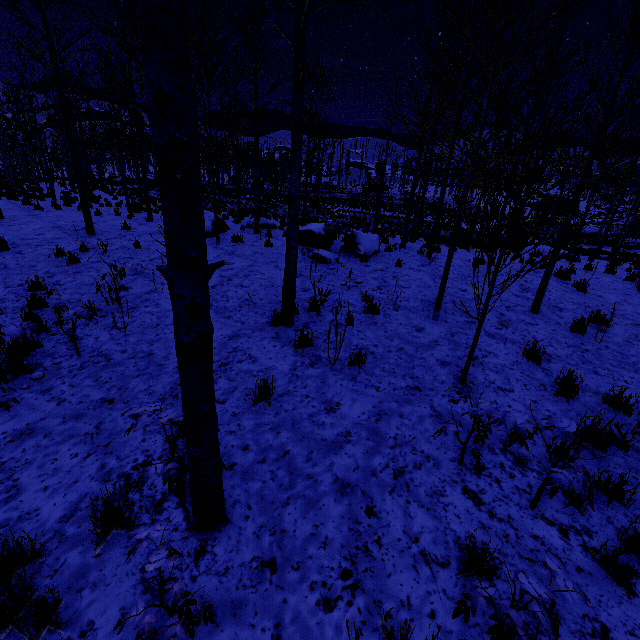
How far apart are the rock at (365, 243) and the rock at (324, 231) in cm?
46

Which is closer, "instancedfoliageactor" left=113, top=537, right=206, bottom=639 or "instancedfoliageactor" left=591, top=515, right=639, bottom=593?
"instancedfoliageactor" left=113, top=537, right=206, bottom=639

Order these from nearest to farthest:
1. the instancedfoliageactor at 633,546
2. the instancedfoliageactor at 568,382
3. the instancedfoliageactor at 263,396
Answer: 1. the instancedfoliageactor at 633,546
2. the instancedfoliageactor at 263,396
3. the instancedfoliageactor at 568,382

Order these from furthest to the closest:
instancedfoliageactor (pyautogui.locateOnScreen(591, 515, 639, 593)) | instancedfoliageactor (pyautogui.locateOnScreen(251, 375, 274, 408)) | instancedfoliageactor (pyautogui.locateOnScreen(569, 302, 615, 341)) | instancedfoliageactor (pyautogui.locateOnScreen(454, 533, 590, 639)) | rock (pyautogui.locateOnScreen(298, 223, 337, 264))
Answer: rock (pyautogui.locateOnScreen(298, 223, 337, 264)) < instancedfoliageactor (pyautogui.locateOnScreen(569, 302, 615, 341)) < instancedfoliageactor (pyautogui.locateOnScreen(251, 375, 274, 408)) < instancedfoliageactor (pyautogui.locateOnScreen(591, 515, 639, 593)) < instancedfoliageactor (pyautogui.locateOnScreen(454, 533, 590, 639))

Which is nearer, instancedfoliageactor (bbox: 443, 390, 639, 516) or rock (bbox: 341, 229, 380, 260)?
instancedfoliageactor (bbox: 443, 390, 639, 516)

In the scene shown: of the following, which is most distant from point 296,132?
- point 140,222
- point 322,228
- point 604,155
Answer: point 140,222

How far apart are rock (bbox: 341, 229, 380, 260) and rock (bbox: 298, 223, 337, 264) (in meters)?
0.46
